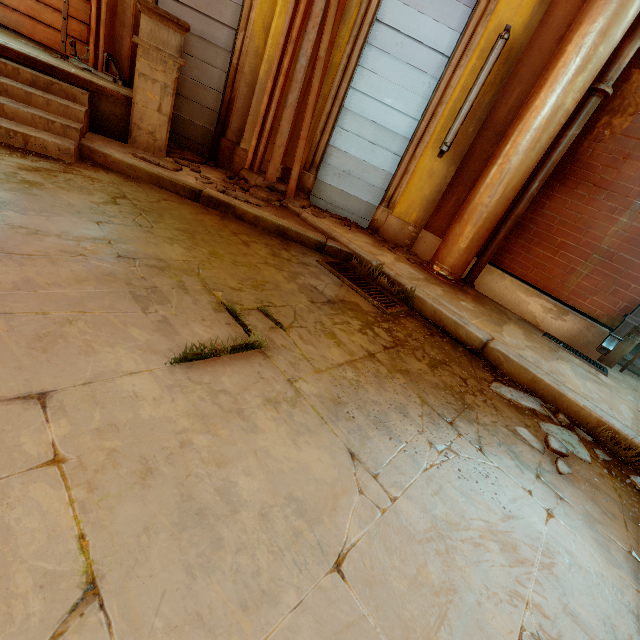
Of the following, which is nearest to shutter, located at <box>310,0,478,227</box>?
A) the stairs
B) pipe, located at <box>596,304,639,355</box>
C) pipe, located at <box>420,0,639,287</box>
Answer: pipe, located at <box>420,0,639,287</box>

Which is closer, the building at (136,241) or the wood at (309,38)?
the building at (136,241)

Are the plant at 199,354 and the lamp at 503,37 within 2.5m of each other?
no

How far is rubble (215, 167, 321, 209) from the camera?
4.19m

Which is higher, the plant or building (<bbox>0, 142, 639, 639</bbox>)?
the plant

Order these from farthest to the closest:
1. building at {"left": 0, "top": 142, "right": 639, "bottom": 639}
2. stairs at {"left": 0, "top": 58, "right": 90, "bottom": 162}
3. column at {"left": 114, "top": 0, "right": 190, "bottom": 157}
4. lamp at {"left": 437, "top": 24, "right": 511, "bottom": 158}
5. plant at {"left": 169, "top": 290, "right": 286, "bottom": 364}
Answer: lamp at {"left": 437, "top": 24, "right": 511, "bottom": 158}, column at {"left": 114, "top": 0, "right": 190, "bottom": 157}, stairs at {"left": 0, "top": 58, "right": 90, "bottom": 162}, plant at {"left": 169, "top": 290, "right": 286, "bottom": 364}, building at {"left": 0, "top": 142, "right": 639, "bottom": 639}

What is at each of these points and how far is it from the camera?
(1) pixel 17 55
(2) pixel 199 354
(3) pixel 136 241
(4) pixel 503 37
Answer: (1) building, 3.4 meters
(2) plant, 1.6 meters
(3) building, 2.4 meters
(4) lamp, 4.1 meters

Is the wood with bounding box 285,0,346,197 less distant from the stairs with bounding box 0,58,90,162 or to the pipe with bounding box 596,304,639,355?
the stairs with bounding box 0,58,90,162
